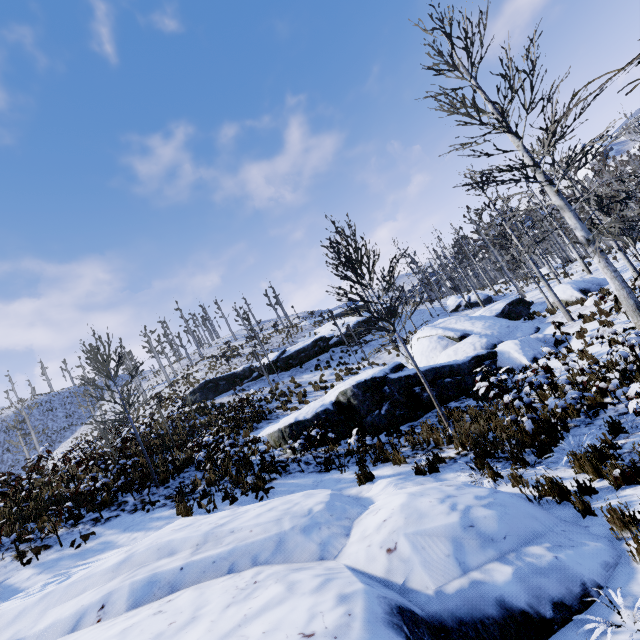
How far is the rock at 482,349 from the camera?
11.8m

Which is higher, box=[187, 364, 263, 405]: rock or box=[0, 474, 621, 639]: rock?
box=[187, 364, 263, 405]: rock

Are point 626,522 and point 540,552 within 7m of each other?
yes

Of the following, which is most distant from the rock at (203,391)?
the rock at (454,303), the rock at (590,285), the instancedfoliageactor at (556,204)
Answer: the instancedfoliageactor at (556,204)

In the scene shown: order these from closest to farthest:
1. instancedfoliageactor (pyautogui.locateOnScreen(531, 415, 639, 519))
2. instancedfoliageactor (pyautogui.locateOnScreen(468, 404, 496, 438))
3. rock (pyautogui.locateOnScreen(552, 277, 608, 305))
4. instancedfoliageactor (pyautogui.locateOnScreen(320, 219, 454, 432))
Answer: instancedfoliageactor (pyautogui.locateOnScreen(531, 415, 639, 519)) → instancedfoliageactor (pyautogui.locateOnScreen(468, 404, 496, 438)) → instancedfoliageactor (pyautogui.locateOnScreen(320, 219, 454, 432)) → rock (pyautogui.locateOnScreen(552, 277, 608, 305))

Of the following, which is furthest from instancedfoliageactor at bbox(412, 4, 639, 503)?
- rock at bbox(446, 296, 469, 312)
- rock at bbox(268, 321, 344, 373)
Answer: rock at bbox(268, 321, 344, 373)

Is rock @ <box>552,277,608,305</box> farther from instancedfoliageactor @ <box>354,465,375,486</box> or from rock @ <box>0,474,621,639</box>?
rock @ <box>0,474,621,639</box>

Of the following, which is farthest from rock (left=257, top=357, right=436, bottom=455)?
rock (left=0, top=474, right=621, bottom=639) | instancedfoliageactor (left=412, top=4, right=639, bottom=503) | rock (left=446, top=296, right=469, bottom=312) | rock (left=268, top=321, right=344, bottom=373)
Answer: rock (left=268, top=321, right=344, bottom=373)
